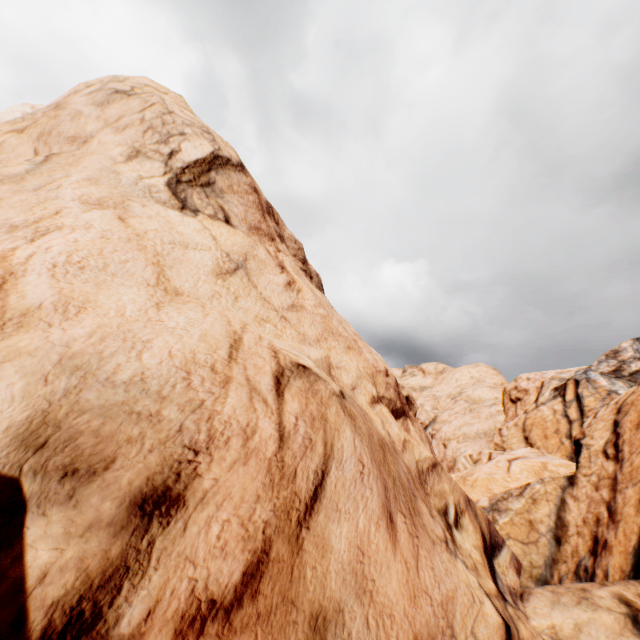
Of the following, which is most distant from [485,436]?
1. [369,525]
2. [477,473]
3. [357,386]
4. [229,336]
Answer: [229,336]
